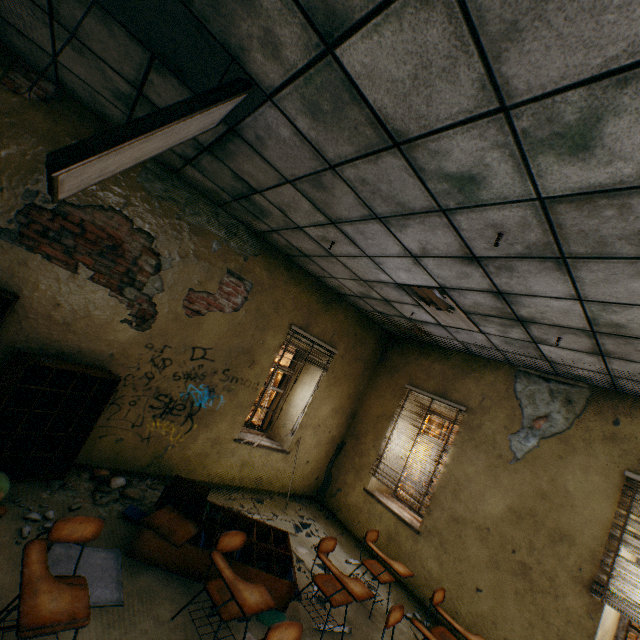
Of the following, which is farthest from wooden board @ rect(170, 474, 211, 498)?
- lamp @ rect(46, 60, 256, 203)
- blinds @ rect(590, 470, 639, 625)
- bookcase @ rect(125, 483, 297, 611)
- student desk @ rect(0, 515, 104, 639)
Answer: blinds @ rect(590, 470, 639, 625)

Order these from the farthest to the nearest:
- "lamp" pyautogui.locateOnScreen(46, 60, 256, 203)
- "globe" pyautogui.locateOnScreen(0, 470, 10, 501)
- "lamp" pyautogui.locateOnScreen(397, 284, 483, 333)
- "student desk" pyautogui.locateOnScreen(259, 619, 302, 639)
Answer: "lamp" pyautogui.locateOnScreen(397, 284, 483, 333)
"globe" pyautogui.locateOnScreen(0, 470, 10, 501)
"student desk" pyautogui.locateOnScreen(259, 619, 302, 639)
"lamp" pyautogui.locateOnScreen(46, 60, 256, 203)

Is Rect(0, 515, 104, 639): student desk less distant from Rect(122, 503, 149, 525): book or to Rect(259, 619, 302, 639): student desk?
Rect(259, 619, 302, 639): student desk

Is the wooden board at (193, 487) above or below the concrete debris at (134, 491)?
above

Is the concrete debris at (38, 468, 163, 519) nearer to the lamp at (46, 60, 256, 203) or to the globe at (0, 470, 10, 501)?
the globe at (0, 470, 10, 501)

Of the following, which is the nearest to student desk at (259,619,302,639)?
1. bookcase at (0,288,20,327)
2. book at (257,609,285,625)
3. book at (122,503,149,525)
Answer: book at (257,609,285,625)

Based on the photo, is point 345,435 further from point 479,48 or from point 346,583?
point 479,48

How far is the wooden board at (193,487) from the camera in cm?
423
